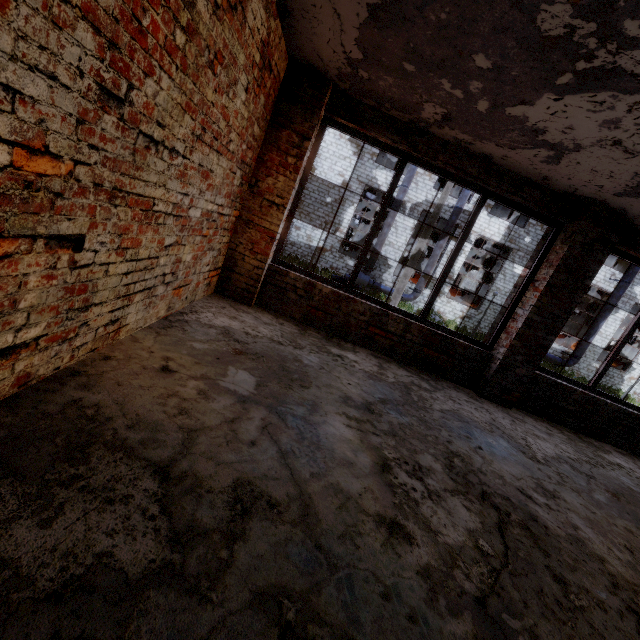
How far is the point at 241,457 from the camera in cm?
196

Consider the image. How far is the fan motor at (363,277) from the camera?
22.88m

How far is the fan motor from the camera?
22.9m
